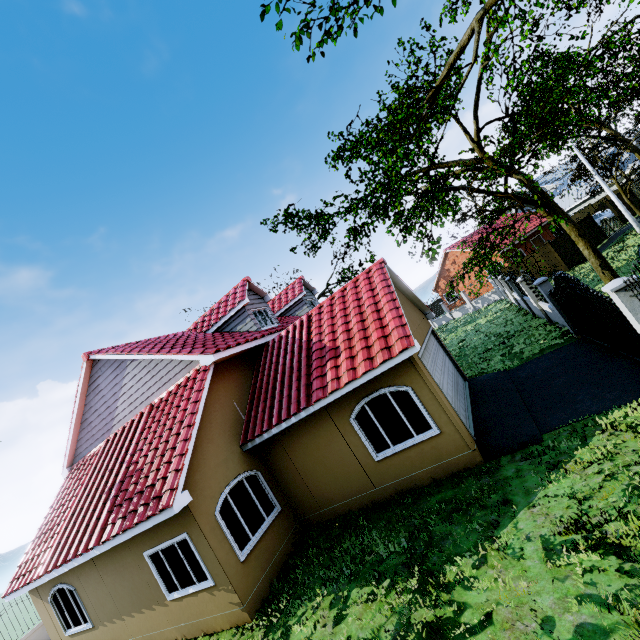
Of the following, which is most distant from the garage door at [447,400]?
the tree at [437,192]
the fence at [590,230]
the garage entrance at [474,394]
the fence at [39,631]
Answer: the fence at [39,631]

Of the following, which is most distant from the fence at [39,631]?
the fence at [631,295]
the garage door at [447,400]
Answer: the garage door at [447,400]

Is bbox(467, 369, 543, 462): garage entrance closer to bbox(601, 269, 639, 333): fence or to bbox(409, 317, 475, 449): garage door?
bbox(409, 317, 475, 449): garage door

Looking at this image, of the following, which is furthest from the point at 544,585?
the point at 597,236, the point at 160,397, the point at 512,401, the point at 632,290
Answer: the point at 597,236

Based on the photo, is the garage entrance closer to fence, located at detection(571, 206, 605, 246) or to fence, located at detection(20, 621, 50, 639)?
fence, located at detection(571, 206, 605, 246)

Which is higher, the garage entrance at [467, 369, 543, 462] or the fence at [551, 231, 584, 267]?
the fence at [551, 231, 584, 267]

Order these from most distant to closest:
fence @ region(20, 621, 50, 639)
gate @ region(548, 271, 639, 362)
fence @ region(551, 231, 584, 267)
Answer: fence @ region(551, 231, 584, 267), fence @ region(20, 621, 50, 639), gate @ region(548, 271, 639, 362)

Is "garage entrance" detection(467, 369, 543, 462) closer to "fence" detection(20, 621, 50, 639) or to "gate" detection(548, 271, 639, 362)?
"gate" detection(548, 271, 639, 362)
